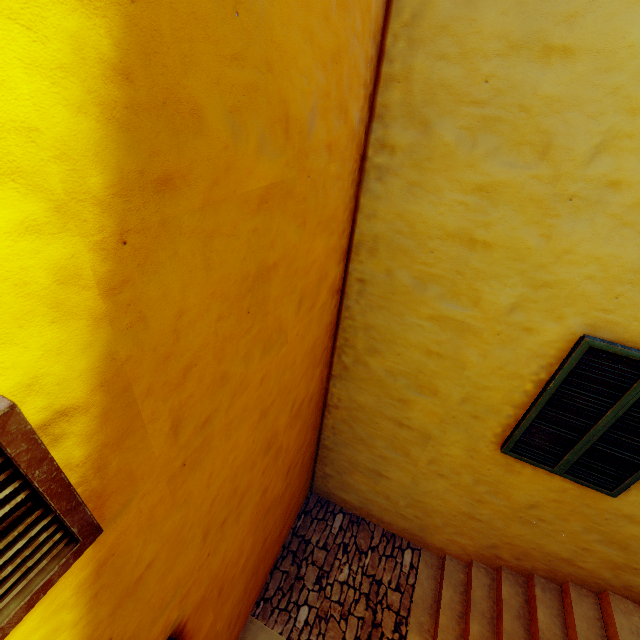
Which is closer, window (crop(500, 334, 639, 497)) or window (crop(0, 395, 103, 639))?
window (crop(0, 395, 103, 639))

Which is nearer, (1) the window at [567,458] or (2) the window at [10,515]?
(2) the window at [10,515]

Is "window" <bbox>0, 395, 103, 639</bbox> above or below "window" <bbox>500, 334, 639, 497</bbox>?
above

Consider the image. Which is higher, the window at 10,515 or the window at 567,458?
the window at 10,515

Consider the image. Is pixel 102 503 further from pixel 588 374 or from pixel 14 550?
pixel 588 374
